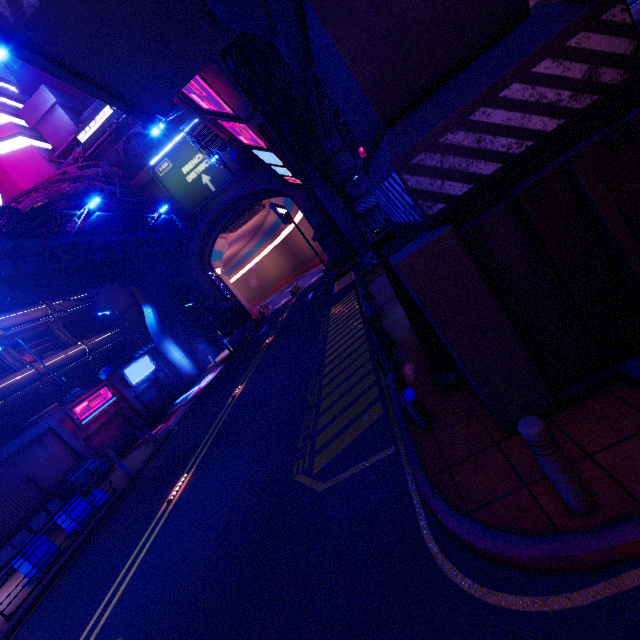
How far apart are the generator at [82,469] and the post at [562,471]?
21.5 meters

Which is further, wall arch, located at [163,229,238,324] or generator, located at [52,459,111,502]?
wall arch, located at [163,229,238,324]

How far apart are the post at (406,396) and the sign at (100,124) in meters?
36.8 m

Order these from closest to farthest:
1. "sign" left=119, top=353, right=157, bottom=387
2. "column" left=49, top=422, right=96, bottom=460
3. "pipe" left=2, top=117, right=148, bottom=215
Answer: "column" left=49, top=422, right=96, bottom=460, "pipe" left=2, top=117, right=148, bottom=215, "sign" left=119, top=353, right=157, bottom=387

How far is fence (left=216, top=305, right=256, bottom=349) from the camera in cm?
3030

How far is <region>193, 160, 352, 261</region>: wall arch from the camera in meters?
30.7 m

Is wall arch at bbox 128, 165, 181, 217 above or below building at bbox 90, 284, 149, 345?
above

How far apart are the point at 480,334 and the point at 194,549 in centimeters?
728cm
